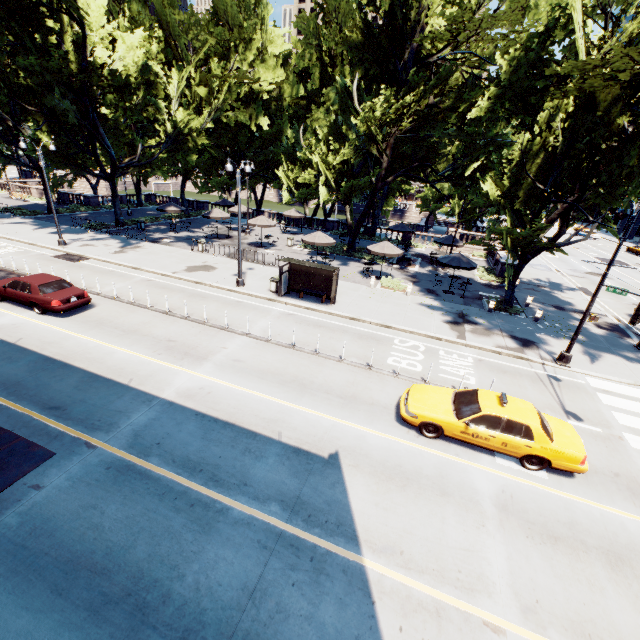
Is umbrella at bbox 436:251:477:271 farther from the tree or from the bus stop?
the bus stop

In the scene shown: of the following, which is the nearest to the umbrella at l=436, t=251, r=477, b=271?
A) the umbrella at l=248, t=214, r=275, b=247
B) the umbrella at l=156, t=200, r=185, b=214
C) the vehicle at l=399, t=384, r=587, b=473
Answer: the vehicle at l=399, t=384, r=587, b=473

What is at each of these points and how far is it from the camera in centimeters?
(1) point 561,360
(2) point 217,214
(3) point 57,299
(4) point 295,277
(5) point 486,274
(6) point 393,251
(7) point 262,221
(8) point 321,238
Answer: (1) light, 1538cm
(2) umbrella, 3167cm
(3) vehicle, 1485cm
(4) bus stop, 1989cm
(5) bush, 2809cm
(6) umbrella, 2391cm
(7) umbrella, 3009cm
(8) umbrella, 2525cm

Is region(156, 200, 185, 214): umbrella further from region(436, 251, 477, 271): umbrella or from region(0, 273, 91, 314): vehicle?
region(436, 251, 477, 271): umbrella

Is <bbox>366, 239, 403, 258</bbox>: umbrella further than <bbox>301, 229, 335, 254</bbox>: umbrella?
No

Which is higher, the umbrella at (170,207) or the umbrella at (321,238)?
the umbrella at (170,207)

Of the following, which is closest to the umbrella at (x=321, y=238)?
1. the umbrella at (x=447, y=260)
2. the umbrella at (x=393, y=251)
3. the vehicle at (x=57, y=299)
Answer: the umbrella at (x=393, y=251)

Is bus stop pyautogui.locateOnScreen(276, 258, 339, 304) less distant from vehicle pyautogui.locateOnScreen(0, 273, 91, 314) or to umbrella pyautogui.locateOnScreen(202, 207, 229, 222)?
vehicle pyautogui.locateOnScreen(0, 273, 91, 314)
